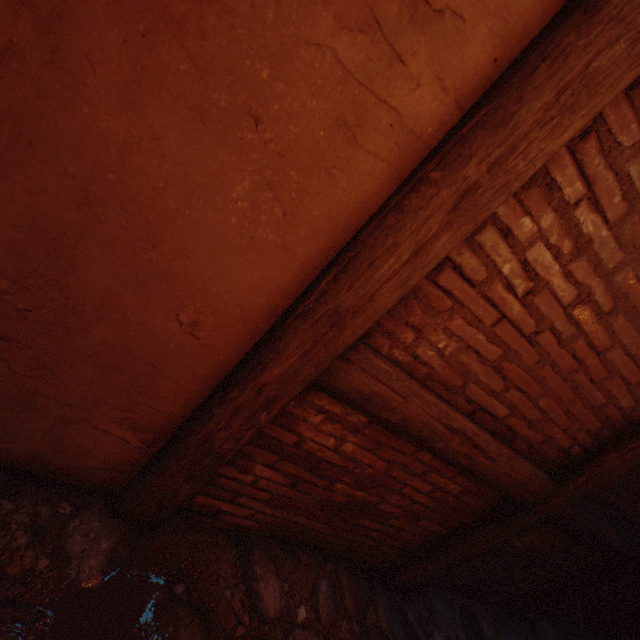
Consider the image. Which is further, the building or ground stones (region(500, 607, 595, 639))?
ground stones (region(500, 607, 595, 639))

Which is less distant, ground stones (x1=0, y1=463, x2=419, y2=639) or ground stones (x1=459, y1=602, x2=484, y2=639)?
ground stones (x1=0, y1=463, x2=419, y2=639)

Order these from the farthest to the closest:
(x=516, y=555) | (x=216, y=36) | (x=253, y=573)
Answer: (x=516, y=555), (x=253, y=573), (x=216, y=36)

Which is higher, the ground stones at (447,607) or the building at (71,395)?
the building at (71,395)

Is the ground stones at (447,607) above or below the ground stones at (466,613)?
above
